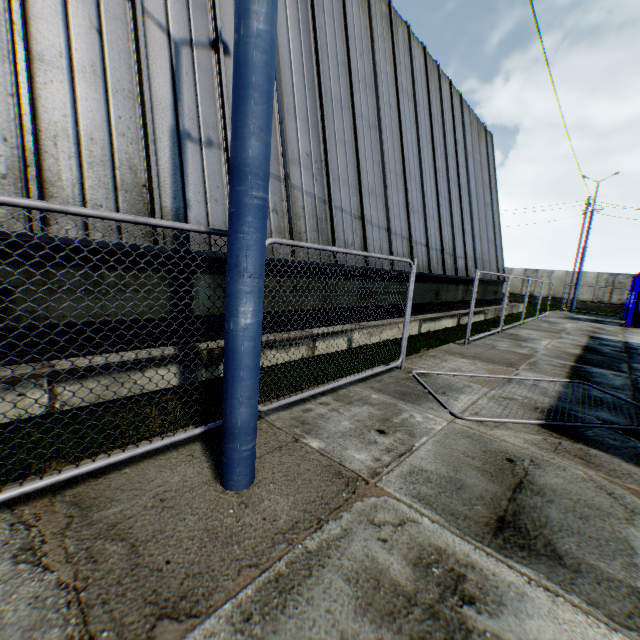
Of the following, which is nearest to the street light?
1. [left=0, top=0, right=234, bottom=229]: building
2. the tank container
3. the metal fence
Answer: the metal fence

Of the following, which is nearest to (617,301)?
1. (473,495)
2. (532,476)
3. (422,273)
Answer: (422,273)

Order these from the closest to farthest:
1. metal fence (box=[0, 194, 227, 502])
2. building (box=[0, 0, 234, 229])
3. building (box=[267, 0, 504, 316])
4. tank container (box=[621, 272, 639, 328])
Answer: metal fence (box=[0, 194, 227, 502]) → building (box=[0, 0, 234, 229]) → building (box=[267, 0, 504, 316]) → tank container (box=[621, 272, 639, 328])

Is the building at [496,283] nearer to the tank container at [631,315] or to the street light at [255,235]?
the street light at [255,235]

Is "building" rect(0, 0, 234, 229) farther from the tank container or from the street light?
the tank container

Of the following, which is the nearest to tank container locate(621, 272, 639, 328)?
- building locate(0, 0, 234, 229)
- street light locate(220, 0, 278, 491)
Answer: building locate(0, 0, 234, 229)

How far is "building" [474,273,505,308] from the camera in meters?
17.3

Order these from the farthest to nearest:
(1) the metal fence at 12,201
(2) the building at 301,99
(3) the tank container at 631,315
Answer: (3) the tank container at 631,315, (2) the building at 301,99, (1) the metal fence at 12,201
